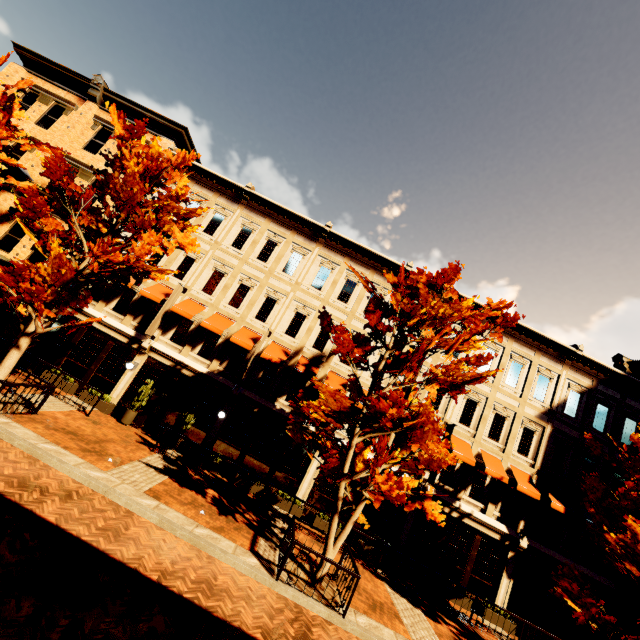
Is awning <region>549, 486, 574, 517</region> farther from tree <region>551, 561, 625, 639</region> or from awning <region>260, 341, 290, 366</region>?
awning <region>260, 341, 290, 366</region>

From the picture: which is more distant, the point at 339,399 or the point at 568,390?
the point at 568,390

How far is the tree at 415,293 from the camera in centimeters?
908cm

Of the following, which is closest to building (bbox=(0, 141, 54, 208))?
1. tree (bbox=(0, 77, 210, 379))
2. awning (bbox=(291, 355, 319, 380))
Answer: awning (bbox=(291, 355, 319, 380))

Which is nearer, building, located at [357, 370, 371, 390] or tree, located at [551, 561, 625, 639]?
tree, located at [551, 561, 625, 639]

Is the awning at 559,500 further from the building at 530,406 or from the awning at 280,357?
the awning at 280,357

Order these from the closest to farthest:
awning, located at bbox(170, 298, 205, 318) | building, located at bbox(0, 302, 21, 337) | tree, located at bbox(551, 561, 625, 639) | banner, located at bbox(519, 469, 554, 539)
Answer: tree, located at bbox(551, 561, 625, 639) < banner, located at bbox(519, 469, 554, 539) < building, located at bbox(0, 302, 21, 337) < awning, located at bbox(170, 298, 205, 318)

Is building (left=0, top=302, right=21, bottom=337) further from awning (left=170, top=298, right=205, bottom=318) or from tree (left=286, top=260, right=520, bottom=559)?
tree (left=286, top=260, right=520, bottom=559)
